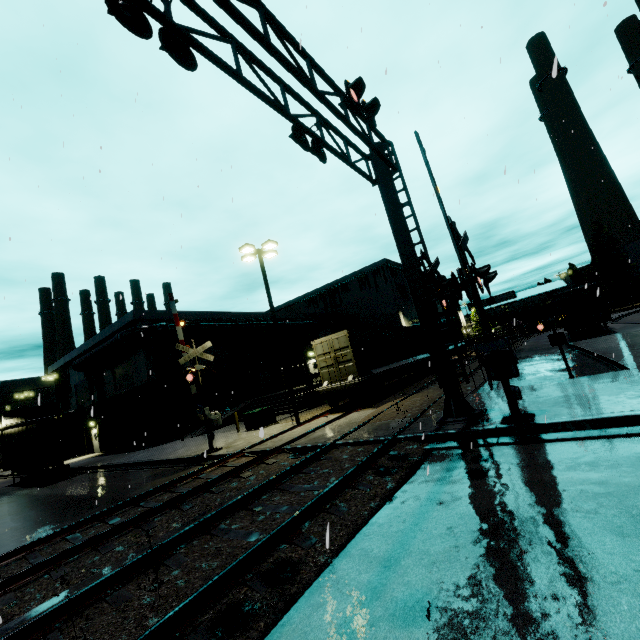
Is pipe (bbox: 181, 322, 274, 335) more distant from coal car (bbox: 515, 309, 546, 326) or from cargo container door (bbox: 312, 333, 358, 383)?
cargo container door (bbox: 312, 333, 358, 383)

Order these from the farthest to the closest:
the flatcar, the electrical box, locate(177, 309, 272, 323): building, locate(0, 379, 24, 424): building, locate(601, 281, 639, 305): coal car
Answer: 1. locate(601, 281, 639, 305): coal car
2. locate(0, 379, 24, 424): building
3. locate(177, 309, 272, 323): building
4. the electrical box
5. the flatcar

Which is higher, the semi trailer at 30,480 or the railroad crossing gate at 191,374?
the railroad crossing gate at 191,374

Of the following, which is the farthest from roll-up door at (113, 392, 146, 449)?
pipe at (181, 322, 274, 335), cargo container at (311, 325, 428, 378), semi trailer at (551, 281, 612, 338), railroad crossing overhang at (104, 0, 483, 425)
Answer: semi trailer at (551, 281, 612, 338)

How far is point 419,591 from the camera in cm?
338

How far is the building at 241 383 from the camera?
26.5m

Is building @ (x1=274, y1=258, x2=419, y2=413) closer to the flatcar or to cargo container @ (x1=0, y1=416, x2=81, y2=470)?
cargo container @ (x1=0, y1=416, x2=81, y2=470)

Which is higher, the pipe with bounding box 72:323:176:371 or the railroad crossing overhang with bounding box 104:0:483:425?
the pipe with bounding box 72:323:176:371
